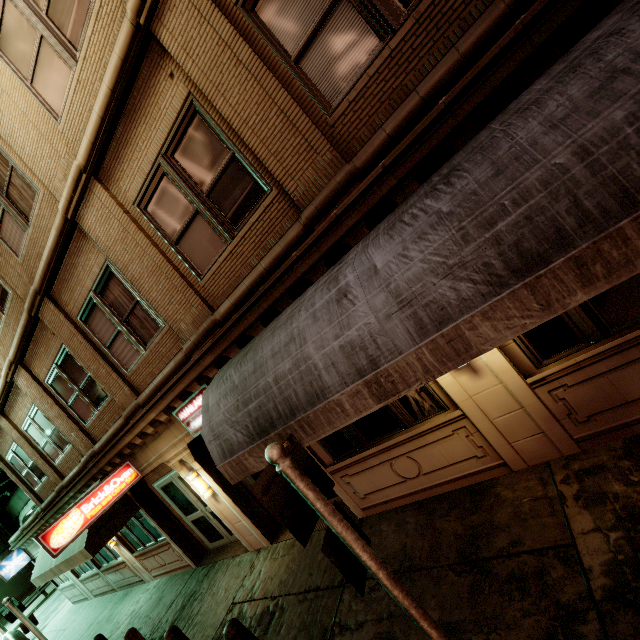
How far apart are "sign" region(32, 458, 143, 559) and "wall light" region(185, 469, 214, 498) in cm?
181

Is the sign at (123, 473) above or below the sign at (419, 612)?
above

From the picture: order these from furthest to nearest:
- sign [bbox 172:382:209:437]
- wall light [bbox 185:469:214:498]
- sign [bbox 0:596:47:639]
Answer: sign [bbox 0:596:47:639] < wall light [bbox 185:469:214:498] < sign [bbox 172:382:209:437]

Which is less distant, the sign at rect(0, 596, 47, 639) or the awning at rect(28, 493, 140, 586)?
the awning at rect(28, 493, 140, 586)

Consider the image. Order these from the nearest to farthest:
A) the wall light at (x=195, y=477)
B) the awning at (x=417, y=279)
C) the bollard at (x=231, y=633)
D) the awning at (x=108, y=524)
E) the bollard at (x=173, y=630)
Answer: the awning at (x=417, y=279)
the bollard at (x=231, y=633)
the bollard at (x=173, y=630)
the wall light at (x=195, y=477)
the awning at (x=108, y=524)

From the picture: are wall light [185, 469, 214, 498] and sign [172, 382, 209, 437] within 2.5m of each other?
yes

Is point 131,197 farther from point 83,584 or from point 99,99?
point 83,584

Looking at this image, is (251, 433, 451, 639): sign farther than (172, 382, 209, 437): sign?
No
